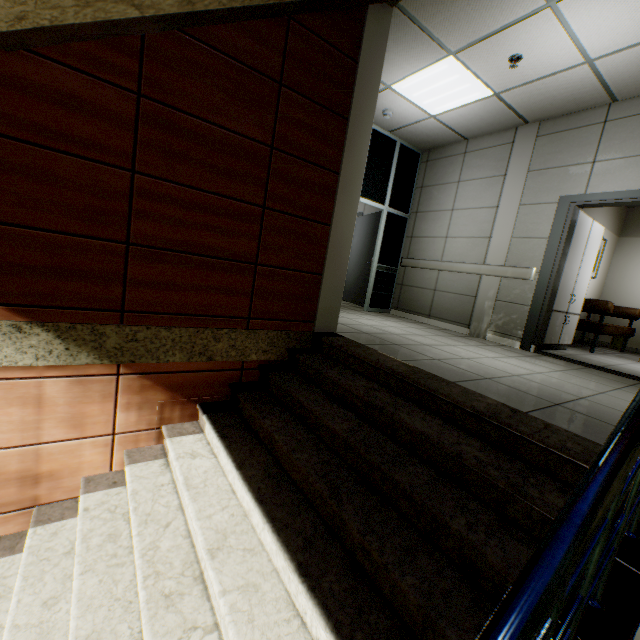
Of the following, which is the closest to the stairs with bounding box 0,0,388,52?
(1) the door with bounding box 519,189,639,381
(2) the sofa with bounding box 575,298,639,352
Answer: (1) the door with bounding box 519,189,639,381

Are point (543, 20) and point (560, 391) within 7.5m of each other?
yes

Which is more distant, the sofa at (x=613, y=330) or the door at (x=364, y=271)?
the door at (x=364, y=271)

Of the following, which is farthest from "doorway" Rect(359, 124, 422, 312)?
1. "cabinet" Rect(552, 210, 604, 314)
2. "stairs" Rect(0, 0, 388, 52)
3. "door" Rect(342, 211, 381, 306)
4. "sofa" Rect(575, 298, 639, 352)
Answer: "sofa" Rect(575, 298, 639, 352)

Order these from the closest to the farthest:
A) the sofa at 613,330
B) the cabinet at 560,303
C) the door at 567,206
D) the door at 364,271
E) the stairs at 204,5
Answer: the stairs at 204,5 → the door at 567,206 → the cabinet at 560,303 → the sofa at 613,330 → the door at 364,271

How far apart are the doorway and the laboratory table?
2.7 meters

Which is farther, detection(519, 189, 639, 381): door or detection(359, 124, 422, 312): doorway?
detection(359, 124, 422, 312): doorway

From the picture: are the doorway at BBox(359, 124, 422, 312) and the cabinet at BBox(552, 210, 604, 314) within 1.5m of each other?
no
